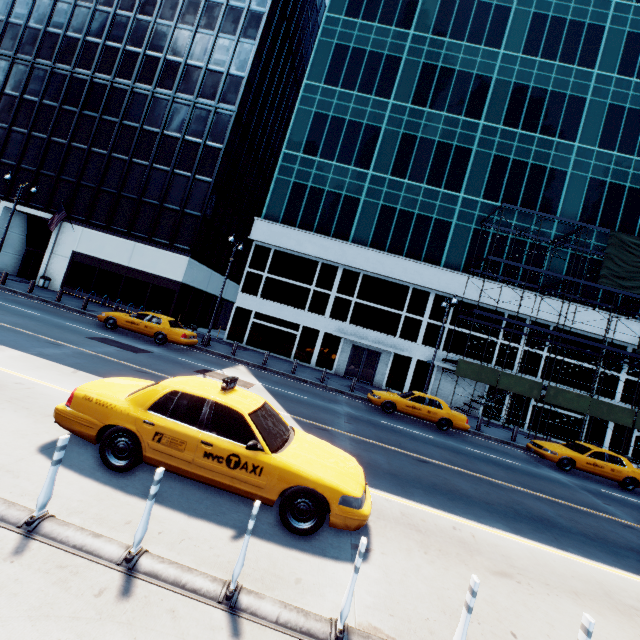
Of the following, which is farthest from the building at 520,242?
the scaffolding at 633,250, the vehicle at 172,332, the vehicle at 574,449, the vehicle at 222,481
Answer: the vehicle at 222,481

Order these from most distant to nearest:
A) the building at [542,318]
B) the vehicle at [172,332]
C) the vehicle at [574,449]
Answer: the building at [542,318] < the vehicle at [172,332] < the vehicle at [574,449]

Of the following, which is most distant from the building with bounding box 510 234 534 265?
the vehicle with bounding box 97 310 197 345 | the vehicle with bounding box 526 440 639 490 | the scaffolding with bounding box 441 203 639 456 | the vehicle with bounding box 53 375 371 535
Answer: the vehicle with bounding box 53 375 371 535

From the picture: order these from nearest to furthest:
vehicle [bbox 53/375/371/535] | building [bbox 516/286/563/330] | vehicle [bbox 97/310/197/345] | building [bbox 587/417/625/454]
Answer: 1. vehicle [bbox 53/375/371/535]
2. vehicle [bbox 97/310/197/345]
3. building [bbox 587/417/625/454]
4. building [bbox 516/286/563/330]

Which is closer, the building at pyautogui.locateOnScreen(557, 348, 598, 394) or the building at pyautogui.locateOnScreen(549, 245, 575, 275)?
the building at pyautogui.locateOnScreen(557, 348, 598, 394)

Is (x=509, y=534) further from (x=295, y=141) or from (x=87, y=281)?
(x=87, y=281)

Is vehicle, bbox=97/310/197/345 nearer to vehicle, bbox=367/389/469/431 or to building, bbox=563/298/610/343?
building, bbox=563/298/610/343
